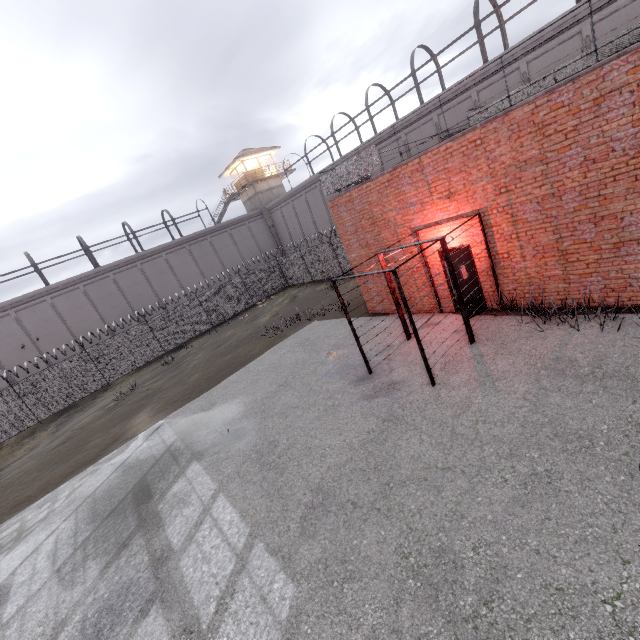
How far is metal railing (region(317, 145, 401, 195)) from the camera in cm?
1026

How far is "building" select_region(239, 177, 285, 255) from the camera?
37.5m

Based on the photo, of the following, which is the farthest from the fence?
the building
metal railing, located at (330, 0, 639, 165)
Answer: the building

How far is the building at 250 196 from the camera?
37.5m

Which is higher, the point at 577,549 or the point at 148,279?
the point at 148,279

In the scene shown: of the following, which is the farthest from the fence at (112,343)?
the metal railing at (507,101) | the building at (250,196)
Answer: the building at (250,196)

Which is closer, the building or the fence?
the fence
